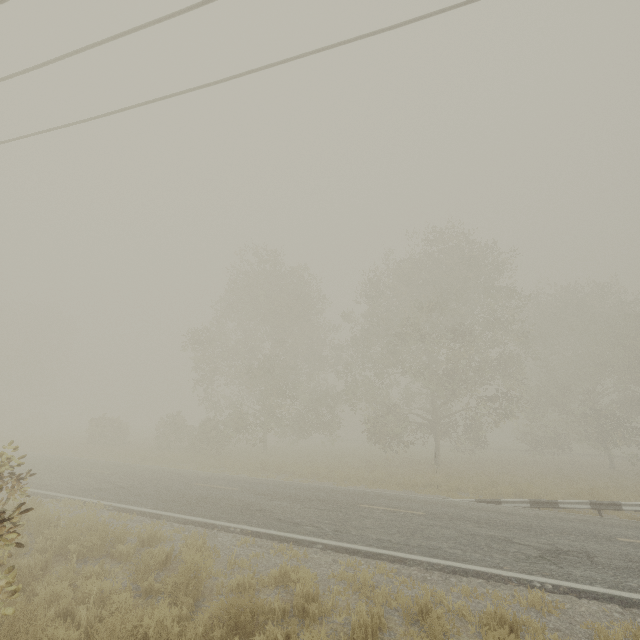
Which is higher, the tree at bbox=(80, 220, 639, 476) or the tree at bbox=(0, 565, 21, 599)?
the tree at bbox=(80, 220, 639, 476)

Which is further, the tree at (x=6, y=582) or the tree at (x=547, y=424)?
the tree at (x=547, y=424)

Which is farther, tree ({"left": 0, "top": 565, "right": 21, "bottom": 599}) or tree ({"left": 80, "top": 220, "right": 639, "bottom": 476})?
tree ({"left": 80, "top": 220, "right": 639, "bottom": 476})

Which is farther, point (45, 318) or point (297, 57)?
point (45, 318)

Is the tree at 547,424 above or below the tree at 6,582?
above
